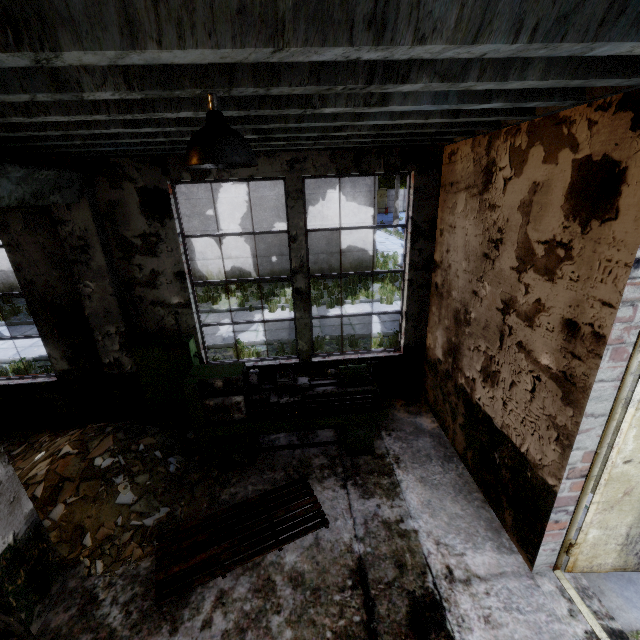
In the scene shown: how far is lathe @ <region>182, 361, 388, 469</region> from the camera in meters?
4.6

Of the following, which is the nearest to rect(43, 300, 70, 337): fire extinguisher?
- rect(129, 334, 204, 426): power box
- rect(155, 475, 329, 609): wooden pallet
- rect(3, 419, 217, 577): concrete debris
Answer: rect(129, 334, 204, 426): power box

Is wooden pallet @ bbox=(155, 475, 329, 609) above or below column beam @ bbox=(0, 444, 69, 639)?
below

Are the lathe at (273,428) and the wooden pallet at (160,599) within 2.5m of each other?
yes

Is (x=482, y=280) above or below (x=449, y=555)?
above

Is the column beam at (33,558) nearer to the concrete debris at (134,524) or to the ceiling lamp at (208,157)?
the concrete debris at (134,524)

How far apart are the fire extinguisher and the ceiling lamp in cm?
463
